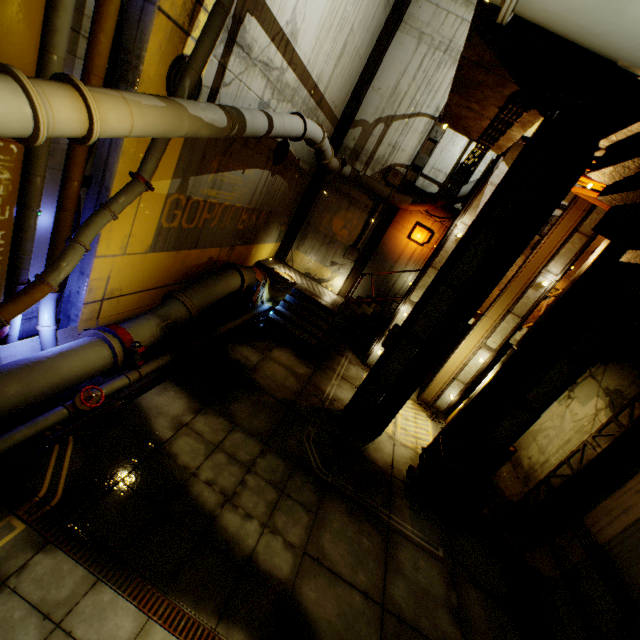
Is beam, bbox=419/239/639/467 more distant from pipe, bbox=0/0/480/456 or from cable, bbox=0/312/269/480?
cable, bbox=0/312/269/480

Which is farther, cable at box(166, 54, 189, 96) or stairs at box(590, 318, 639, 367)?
stairs at box(590, 318, 639, 367)

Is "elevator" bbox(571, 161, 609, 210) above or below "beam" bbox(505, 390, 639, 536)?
above

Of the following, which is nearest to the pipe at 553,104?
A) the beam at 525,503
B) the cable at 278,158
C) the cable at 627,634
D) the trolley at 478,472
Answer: the cable at 278,158

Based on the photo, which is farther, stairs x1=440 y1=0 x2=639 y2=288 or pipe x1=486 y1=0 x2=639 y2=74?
stairs x1=440 y1=0 x2=639 y2=288

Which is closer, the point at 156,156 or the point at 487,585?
the point at 156,156

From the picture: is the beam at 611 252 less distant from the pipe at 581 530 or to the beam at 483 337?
the beam at 483 337

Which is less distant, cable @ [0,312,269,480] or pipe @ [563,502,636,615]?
cable @ [0,312,269,480]
